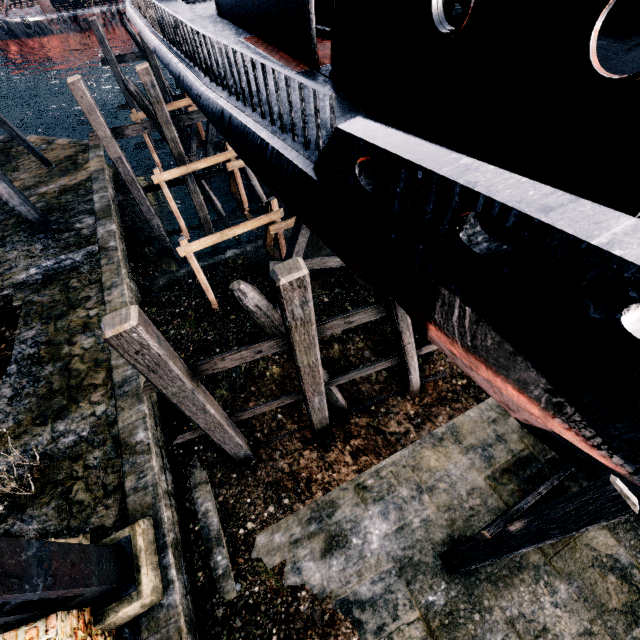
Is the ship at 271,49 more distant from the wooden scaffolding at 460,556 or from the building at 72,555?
the building at 72,555

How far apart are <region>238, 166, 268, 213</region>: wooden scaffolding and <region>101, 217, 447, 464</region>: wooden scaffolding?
13.2 meters

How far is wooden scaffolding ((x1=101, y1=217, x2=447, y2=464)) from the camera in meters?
5.1 m

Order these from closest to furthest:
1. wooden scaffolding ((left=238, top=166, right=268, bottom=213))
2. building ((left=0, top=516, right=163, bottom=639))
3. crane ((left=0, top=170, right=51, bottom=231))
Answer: building ((left=0, top=516, right=163, bottom=639)) < crane ((left=0, top=170, right=51, bottom=231)) < wooden scaffolding ((left=238, top=166, right=268, bottom=213))

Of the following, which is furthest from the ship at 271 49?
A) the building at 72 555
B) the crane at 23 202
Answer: the crane at 23 202

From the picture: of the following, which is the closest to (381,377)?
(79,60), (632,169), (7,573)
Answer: (632,169)

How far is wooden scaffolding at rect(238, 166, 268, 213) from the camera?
17.69m

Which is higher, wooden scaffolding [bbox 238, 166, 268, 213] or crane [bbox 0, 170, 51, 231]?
crane [bbox 0, 170, 51, 231]
